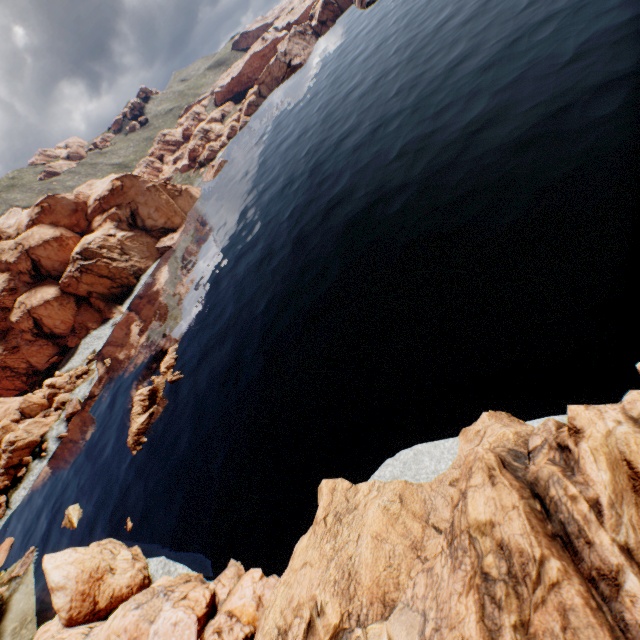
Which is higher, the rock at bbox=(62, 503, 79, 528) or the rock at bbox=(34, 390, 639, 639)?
the rock at bbox=(34, 390, 639, 639)

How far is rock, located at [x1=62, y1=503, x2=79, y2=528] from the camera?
43.8m

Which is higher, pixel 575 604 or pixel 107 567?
pixel 575 604

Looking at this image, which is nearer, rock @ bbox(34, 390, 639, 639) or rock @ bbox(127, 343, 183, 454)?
rock @ bbox(34, 390, 639, 639)

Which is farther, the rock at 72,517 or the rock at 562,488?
the rock at 72,517
